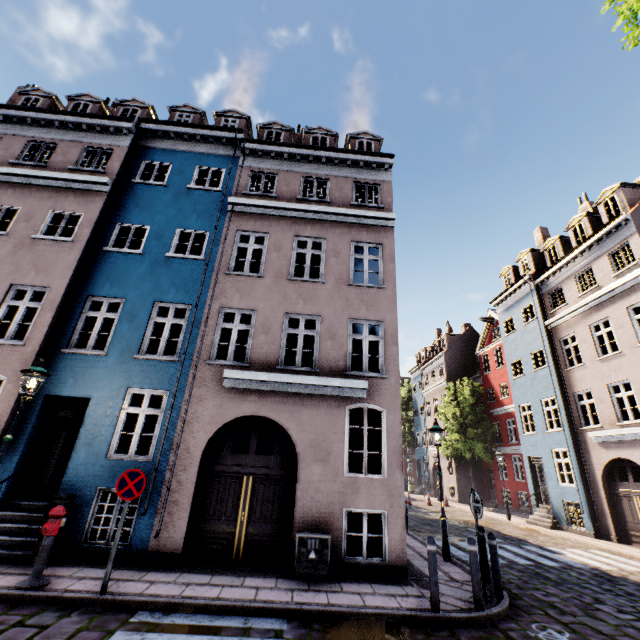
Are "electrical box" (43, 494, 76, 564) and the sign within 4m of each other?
yes

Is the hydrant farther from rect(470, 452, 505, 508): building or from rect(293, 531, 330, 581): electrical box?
rect(470, 452, 505, 508): building

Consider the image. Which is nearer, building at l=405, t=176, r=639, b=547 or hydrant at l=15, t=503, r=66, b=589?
hydrant at l=15, t=503, r=66, b=589

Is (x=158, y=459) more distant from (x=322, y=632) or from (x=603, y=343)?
(x=603, y=343)

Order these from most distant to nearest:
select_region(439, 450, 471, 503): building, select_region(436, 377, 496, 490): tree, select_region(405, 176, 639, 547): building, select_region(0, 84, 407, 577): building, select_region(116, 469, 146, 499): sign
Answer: select_region(439, 450, 471, 503): building < select_region(436, 377, 496, 490): tree < select_region(405, 176, 639, 547): building < select_region(0, 84, 407, 577): building < select_region(116, 469, 146, 499): sign

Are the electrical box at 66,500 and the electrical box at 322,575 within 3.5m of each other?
no

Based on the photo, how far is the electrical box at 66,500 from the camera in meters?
6.8 m

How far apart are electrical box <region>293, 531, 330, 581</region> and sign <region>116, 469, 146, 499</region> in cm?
344
